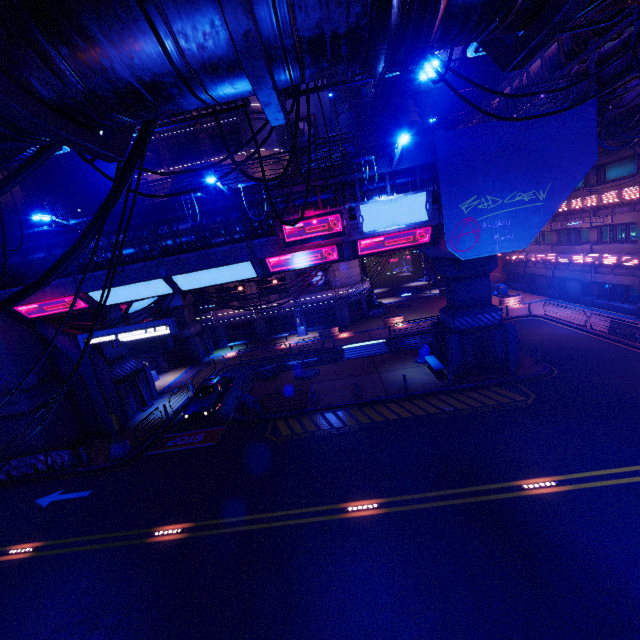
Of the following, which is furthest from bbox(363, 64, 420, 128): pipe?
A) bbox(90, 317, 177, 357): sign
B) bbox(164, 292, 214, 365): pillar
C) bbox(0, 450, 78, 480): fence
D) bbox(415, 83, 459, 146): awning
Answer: bbox(0, 450, 78, 480): fence

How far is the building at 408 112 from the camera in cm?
3953

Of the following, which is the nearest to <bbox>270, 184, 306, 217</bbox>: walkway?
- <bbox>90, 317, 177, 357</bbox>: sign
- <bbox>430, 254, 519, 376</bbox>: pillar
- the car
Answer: <bbox>430, 254, 519, 376</bbox>: pillar

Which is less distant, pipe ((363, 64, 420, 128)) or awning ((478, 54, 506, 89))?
awning ((478, 54, 506, 89))

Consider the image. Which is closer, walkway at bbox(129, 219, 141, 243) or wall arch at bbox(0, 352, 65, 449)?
walkway at bbox(129, 219, 141, 243)

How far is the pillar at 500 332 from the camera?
19.3 meters

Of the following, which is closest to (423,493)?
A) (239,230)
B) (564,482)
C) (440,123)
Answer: (564,482)

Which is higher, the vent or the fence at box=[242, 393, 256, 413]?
the vent
